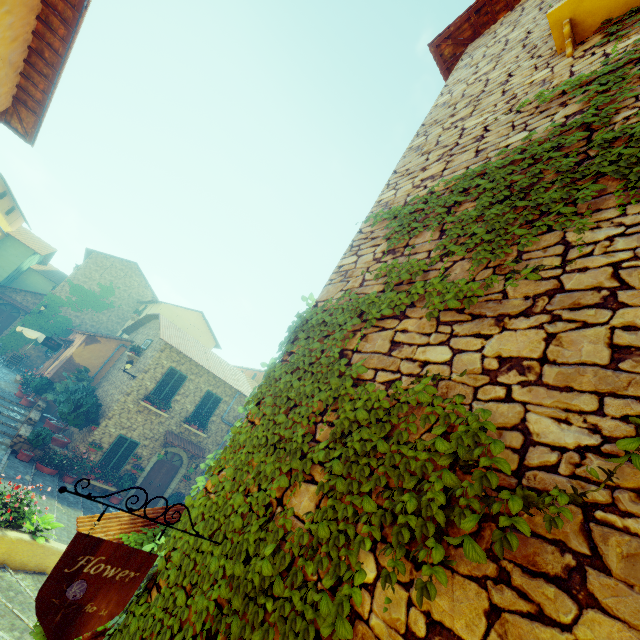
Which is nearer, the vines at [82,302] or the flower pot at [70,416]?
the flower pot at [70,416]

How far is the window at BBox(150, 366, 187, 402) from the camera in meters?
16.2 m

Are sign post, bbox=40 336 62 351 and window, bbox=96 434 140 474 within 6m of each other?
no

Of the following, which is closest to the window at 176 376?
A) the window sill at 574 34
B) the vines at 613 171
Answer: the vines at 613 171

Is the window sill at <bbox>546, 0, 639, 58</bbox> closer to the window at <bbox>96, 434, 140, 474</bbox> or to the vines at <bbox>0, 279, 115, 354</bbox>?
the window at <bbox>96, 434, 140, 474</bbox>

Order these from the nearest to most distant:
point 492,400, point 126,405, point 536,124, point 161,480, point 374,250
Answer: point 492,400 < point 536,124 < point 374,250 < point 126,405 < point 161,480

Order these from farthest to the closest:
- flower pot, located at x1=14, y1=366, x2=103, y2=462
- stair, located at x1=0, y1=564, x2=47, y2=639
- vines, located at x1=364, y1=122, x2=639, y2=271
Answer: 1. flower pot, located at x1=14, y1=366, x2=103, y2=462
2. stair, located at x1=0, y1=564, x2=47, y2=639
3. vines, located at x1=364, y1=122, x2=639, y2=271

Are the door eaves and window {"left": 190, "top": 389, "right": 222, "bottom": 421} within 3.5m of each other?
yes
